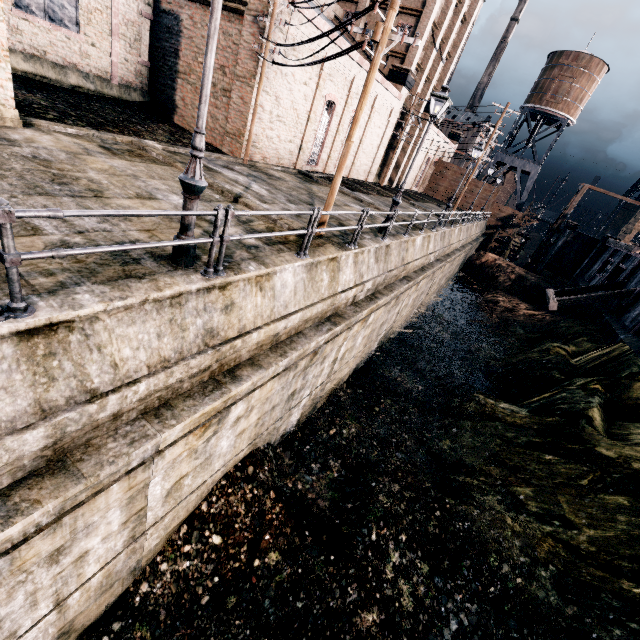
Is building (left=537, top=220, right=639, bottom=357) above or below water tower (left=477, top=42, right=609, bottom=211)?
below

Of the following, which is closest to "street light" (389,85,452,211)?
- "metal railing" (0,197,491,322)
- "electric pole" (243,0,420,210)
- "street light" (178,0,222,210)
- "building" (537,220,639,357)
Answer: "metal railing" (0,197,491,322)

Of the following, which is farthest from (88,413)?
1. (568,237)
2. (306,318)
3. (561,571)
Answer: (568,237)

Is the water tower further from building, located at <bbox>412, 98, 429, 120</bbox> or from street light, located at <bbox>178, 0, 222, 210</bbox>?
street light, located at <bbox>178, 0, 222, 210</bbox>

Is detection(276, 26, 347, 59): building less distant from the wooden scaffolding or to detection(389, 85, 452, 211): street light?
detection(389, 85, 452, 211): street light

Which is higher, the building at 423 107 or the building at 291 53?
the building at 423 107

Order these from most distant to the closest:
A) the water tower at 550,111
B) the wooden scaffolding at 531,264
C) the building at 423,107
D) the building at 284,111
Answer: the water tower at 550,111
the wooden scaffolding at 531,264
the building at 423,107
the building at 284,111

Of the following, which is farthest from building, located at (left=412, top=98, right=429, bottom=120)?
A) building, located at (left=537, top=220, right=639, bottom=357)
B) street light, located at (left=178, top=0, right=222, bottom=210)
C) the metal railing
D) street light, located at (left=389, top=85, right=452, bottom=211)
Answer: building, located at (left=537, top=220, right=639, bottom=357)
